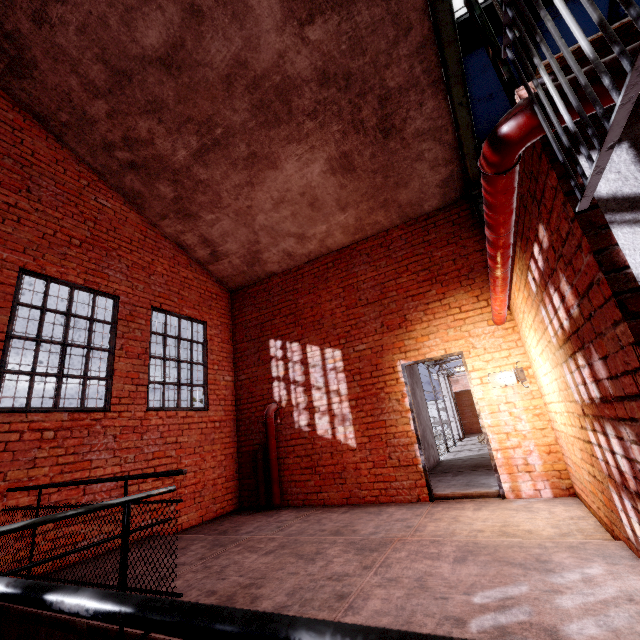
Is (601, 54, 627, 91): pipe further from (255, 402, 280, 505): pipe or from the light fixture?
(255, 402, 280, 505): pipe

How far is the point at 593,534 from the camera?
3.07m

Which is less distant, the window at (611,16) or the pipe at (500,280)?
the pipe at (500,280)

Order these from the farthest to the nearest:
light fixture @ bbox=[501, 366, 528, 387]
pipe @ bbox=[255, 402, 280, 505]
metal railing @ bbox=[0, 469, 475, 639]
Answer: pipe @ bbox=[255, 402, 280, 505] → light fixture @ bbox=[501, 366, 528, 387] → metal railing @ bbox=[0, 469, 475, 639]

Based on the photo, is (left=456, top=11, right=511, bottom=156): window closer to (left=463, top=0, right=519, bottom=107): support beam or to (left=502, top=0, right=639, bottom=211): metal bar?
(left=463, top=0, right=519, bottom=107): support beam

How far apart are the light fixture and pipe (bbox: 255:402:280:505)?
4.33m

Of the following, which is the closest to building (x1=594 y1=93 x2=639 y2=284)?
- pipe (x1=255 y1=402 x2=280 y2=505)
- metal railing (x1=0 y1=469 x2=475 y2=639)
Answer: metal railing (x1=0 y1=469 x2=475 y2=639)

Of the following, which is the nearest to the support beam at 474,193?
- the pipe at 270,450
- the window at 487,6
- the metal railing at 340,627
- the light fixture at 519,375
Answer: the window at 487,6
